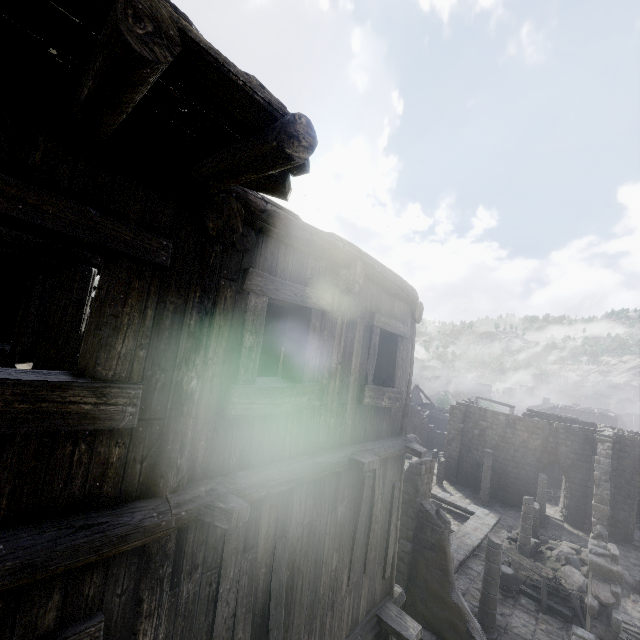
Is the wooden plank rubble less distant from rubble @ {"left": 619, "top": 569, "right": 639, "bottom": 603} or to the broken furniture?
the broken furniture

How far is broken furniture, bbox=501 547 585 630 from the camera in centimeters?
1308cm

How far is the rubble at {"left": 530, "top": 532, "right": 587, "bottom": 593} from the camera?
15.4m

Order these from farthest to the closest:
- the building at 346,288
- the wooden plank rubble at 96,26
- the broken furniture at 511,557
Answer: the broken furniture at 511,557
the building at 346,288
the wooden plank rubble at 96,26

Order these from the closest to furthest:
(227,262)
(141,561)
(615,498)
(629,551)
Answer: (141,561), (227,262), (629,551), (615,498)

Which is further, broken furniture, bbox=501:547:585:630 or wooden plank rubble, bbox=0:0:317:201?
broken furniture, bbox=501:547:585:630

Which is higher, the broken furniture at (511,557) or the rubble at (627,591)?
the broken furniture at (511,557)

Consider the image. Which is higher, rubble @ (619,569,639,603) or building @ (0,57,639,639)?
building @ (0,57,639,639)
